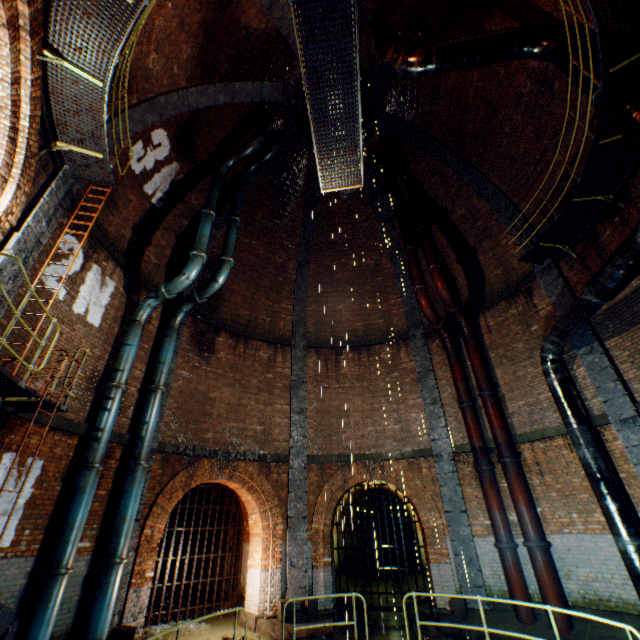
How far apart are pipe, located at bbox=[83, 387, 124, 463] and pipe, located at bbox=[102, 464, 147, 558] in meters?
0.8

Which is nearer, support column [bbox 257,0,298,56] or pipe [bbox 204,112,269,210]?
support column [bbox 257,0,298,56]

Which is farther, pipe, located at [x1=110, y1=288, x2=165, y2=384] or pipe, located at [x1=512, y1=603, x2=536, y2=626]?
pipe, located at [x1=110, y1=288, x2=165, y2=384]

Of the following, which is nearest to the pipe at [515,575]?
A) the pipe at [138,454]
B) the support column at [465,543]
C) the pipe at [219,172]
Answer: the support column at [465,543]

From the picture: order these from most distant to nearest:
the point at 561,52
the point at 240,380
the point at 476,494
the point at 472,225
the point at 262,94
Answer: the point at 472,225 < the point at 240,380 < the point at 262,94 < the point at 476,494 < the point at 561,52

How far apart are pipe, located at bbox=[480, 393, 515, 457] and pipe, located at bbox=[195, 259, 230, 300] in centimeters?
965cm

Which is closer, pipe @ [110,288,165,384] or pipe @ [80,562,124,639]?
pipe @ [80,562,124,639]

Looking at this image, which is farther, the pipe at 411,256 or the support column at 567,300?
the pipe at 411,256
